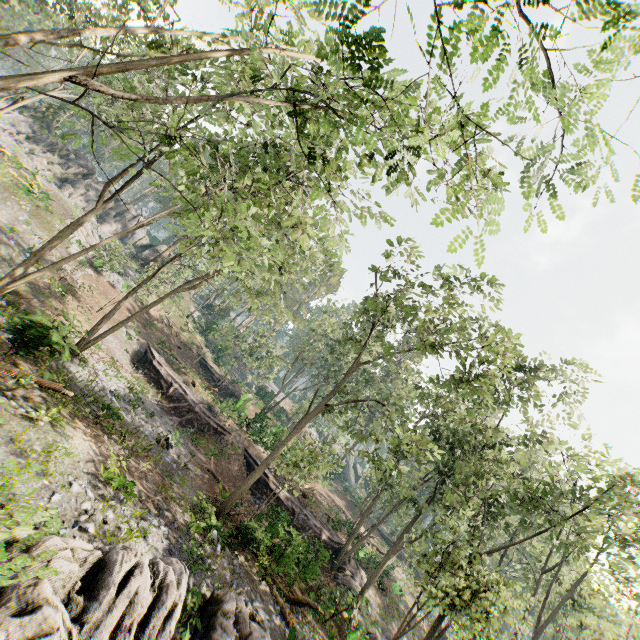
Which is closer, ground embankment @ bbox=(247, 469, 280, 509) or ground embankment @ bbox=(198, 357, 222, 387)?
ground embankment @ bbox=(247, 469, 280, 509)

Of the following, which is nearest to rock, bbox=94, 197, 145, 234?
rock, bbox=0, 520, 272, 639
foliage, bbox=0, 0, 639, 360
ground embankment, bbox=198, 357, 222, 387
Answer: foliage, bbox=0, 0, 639, 360

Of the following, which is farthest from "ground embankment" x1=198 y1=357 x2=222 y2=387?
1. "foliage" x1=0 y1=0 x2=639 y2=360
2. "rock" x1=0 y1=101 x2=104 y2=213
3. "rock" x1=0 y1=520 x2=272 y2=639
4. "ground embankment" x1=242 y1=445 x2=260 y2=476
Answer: "rock" x1=0 y1=520 x2=272 y2=639

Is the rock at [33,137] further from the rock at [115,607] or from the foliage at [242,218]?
the rock at [115,607]

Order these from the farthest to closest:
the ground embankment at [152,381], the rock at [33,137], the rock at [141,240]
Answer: the rock at [141,240] → the rock at [33,137] → the ground embankment at [152,381]

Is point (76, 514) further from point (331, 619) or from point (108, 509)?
point (331, 619)

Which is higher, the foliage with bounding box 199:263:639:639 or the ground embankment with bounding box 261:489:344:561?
the foliage with bounding box 199:263:639:639

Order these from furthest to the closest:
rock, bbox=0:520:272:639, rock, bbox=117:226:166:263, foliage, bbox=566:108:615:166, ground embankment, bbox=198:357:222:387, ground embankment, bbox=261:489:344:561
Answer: rock, bbox=117:226:166:263, ground embankment, bbox=198:357:222:387, ground embankment, bbox=261:489:344:561, rock, bbox=0:520:272:639, foliage, bbox=566:108:615:166
